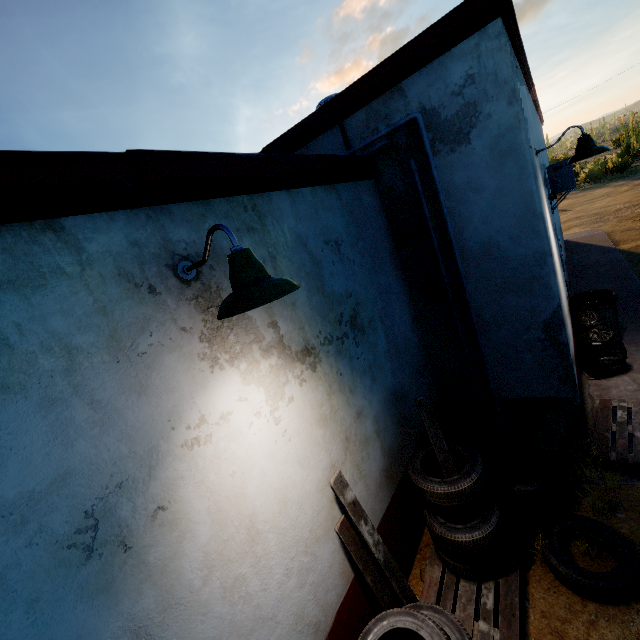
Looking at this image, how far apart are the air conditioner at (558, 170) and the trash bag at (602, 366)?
2.02m

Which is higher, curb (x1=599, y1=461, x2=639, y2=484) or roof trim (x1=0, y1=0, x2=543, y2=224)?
roof trim (x1=0, y1=0, x2=543, y2=224)

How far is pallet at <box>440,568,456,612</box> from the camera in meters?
2.8 m

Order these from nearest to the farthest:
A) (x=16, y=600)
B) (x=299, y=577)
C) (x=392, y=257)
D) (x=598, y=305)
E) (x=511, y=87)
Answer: (x=16, y=600) < (x=299, y=577) < (x=511, y=87) < (x=392, y=257) < (x=598, y=305)

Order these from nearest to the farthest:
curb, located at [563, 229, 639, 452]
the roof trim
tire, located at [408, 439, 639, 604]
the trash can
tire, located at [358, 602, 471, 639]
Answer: the roof trim, tire, located at [358, 602, 471, 639], tire, located at [408, 439, 639, 604], curb, located at [563, 229, 639, 452], the trash can

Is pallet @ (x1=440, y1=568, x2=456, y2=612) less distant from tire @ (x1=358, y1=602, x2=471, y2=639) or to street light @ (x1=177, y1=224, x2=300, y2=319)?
tire @ (x1=358, y1=602, x2=471, y2=639)

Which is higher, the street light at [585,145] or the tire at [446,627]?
the street light at [585,145]

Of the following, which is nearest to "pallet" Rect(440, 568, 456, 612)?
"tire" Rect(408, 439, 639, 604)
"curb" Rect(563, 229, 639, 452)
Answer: "tire" Rect(408, 439, 639, 604)
